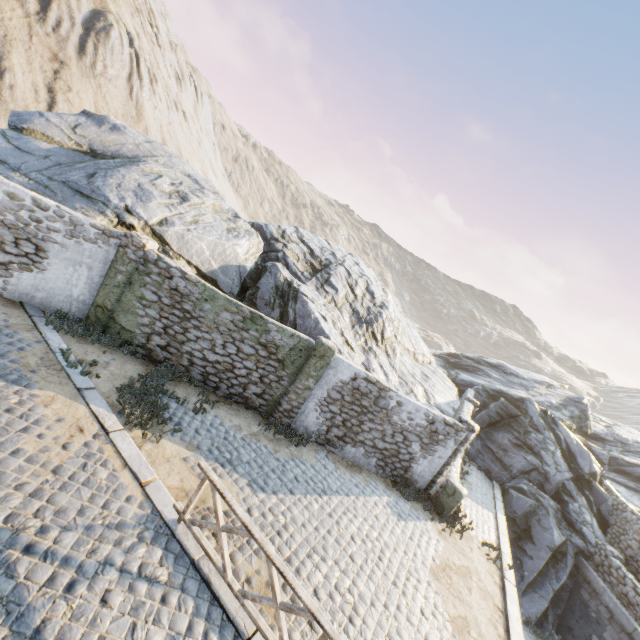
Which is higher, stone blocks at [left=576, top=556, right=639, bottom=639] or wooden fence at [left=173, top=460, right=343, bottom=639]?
wooden fence at [left=173, top=460, right=343, bottom=639]

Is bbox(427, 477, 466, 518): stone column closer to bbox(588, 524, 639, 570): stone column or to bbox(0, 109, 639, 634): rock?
bbox(0, 109, 639, 634): rock

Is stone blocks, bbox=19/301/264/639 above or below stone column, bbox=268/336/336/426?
below

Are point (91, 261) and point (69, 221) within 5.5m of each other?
yes

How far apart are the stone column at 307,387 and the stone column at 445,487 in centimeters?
510cm

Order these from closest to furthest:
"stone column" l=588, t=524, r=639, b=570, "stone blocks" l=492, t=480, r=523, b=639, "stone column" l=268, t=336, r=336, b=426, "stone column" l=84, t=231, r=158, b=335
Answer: "stone blocks" l=492, t=480, r=523, b=639 < "stone column" l=84, t=231, r=158, b=335 < "stone column" l=268, t=336, r=336, b=426 < "stone column" l=588, t=524, r=639, b=570

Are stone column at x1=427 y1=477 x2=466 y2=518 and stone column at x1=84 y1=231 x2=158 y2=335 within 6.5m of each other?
no

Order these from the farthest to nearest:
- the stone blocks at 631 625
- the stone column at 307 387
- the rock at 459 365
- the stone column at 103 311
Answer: the stone blocks at 631 625, the rock at 459 365, the stone column at 307 387, the stone column at 103 311
